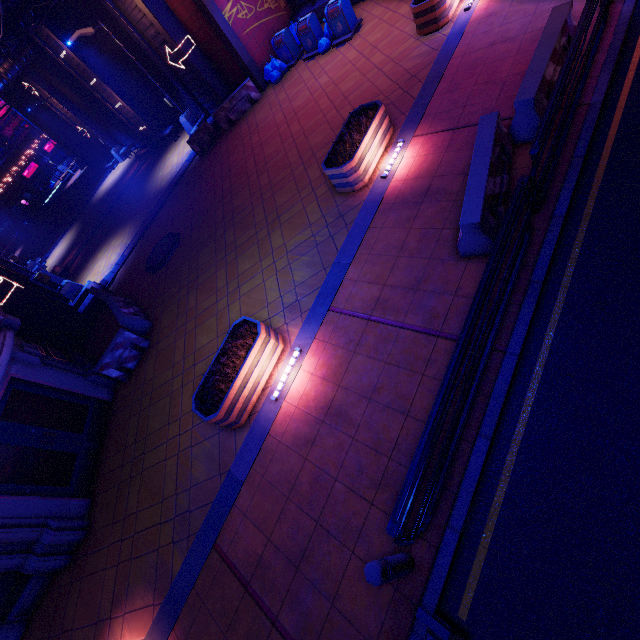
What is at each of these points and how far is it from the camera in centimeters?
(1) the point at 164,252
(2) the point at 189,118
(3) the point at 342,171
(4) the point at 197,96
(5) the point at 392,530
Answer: (1) manhole, 1318cm
(2) street light, 1842cm
(3) plant holder, 773cm
(4) tunnel, 1745cm
(5) railing, 337cm

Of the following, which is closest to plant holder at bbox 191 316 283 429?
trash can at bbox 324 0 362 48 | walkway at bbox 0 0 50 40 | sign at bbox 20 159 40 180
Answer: trash can at bbox 324 0 362 48

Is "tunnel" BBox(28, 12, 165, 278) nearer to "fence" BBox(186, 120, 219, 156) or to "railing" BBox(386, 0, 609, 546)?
"fence" BBox(186, 120, 219, 156)

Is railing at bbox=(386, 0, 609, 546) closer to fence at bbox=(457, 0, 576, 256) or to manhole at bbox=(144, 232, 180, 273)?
fence at bbox=(457, 0, 576, 256)

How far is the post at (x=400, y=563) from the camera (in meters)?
3.41

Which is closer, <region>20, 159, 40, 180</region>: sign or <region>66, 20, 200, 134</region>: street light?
<region>66, 20, 200, 134</region>: street light

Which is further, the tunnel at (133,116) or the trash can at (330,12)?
the tunnel at (133,116)

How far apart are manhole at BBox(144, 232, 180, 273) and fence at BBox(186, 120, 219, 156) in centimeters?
502cm
